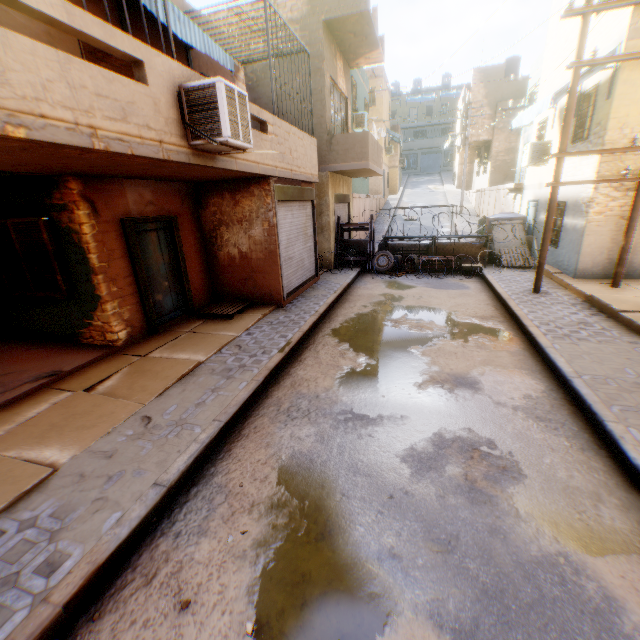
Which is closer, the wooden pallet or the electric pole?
the electric pole

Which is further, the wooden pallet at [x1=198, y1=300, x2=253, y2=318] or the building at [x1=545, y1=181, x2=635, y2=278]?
the building at [x1=545, y1=181, x2=635, y2=278]

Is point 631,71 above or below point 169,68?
above

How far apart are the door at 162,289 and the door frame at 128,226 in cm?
3

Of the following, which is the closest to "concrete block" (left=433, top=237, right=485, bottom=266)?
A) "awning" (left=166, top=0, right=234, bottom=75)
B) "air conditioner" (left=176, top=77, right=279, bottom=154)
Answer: "awning" (left=166, top=0, right=234, bottom=75)

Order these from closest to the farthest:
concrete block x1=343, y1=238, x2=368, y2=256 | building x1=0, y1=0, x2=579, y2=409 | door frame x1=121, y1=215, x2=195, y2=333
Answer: building x1=0, y1=0, x2=579, y2=409, door frame x1=121, y1=215, x2=195, y2=333, concrete block x1=343, y1=238, x2=368, y2=256

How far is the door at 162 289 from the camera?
7.3 meters

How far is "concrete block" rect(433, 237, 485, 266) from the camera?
13.5m
